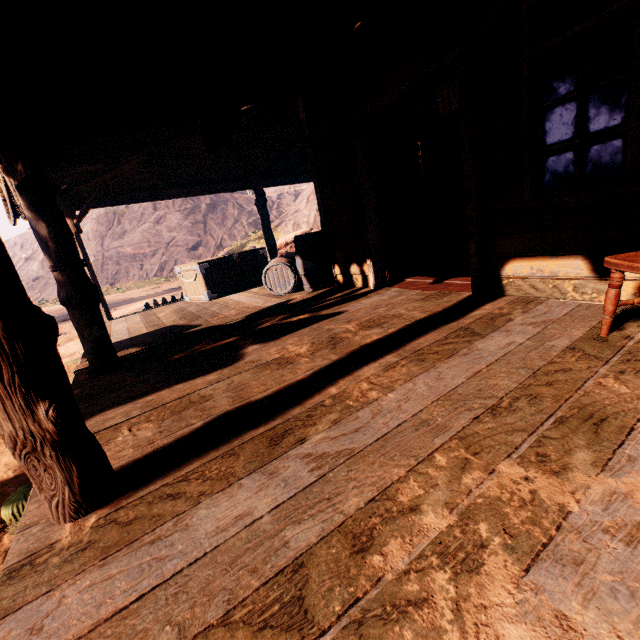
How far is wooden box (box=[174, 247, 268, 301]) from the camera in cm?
698

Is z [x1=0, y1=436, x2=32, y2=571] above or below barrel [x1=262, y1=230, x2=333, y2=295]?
below

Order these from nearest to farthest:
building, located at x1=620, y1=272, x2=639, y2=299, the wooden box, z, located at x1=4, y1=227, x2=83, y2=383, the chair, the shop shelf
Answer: the chair, building, located at x1=620, y1=272, x2=639, y2=299, the shop shelf, the wooden box, z, located at x1=4, y1=227, x2=83, y2=383

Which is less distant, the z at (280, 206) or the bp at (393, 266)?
the bp at (393, 266)

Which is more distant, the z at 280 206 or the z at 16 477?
the z at 280 206

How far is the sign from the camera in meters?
2.6

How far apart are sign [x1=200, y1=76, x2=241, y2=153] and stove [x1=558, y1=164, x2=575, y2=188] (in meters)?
9.24

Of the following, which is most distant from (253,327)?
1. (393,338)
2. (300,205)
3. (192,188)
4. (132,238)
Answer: (132,238)
